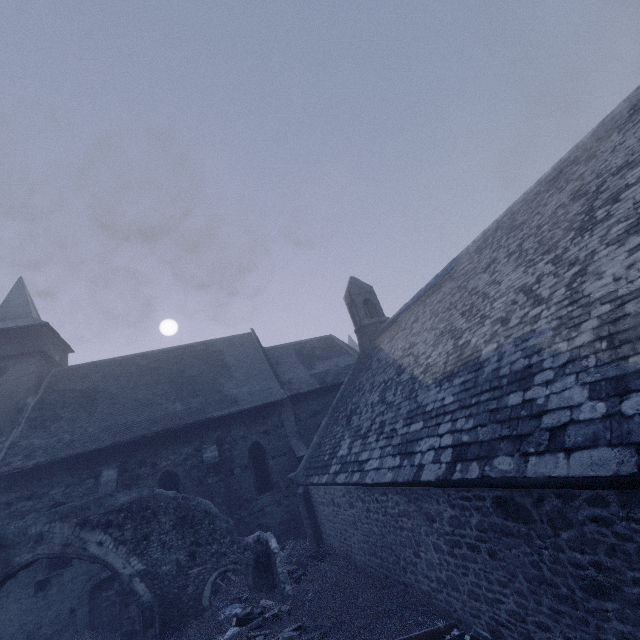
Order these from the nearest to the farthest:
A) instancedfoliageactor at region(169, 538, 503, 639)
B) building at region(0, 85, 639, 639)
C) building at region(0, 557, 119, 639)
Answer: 1. building at region(0, 85, 639, 639)
2. instancedfoliageactor at region(169, 538, 503, 639)
3. building at region(0, 557, 119, 639)

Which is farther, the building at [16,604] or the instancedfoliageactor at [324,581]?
the building at [16,604]

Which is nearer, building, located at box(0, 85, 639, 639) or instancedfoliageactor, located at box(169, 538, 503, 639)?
building, located at box(0, 85, 639, 639)

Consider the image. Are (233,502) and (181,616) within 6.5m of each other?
yes

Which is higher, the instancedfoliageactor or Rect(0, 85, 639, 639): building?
Rect(0, 85, 639, 639): building

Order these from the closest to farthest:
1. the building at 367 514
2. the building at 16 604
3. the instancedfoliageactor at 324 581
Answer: the building at 367 514
the instancedfoliageactor at 324 581
the building at 16 604
